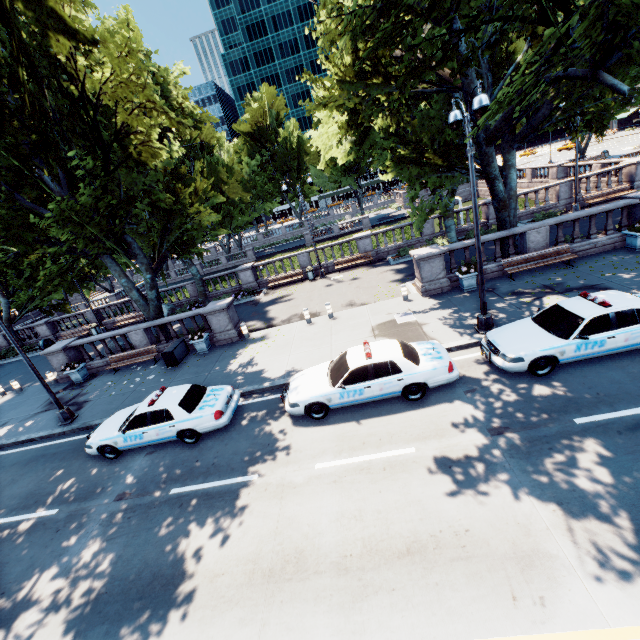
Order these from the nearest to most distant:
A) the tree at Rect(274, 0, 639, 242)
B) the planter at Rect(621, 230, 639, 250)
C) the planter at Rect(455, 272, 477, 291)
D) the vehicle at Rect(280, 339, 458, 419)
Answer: the tree at Rect(274, 0, 639, 242) → the vehicle at Rect(280, 339, 458, 419) → the planter at Rect(621, 230, 639, 250) → the planter at Rect(455, 272, 477, 291)

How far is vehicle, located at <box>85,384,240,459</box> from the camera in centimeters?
1014cm

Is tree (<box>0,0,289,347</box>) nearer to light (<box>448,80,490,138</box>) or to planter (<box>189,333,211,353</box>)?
light (<box>448,80,490,138</box>)

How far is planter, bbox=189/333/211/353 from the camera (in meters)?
16.66

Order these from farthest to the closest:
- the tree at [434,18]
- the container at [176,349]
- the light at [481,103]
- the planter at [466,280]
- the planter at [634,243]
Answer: the container at [176,349] < the planter at [466,280] < the planter at [634,243] < the light at [481,103] < the tree at [434,18]

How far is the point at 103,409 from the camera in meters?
14.2

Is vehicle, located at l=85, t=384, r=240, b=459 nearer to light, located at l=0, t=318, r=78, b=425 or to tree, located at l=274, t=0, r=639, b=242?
light, located at l=0, t=318, r=78, b=425

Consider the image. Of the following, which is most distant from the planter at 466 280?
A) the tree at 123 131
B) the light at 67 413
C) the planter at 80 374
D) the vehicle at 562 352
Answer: the planter at 80 374
